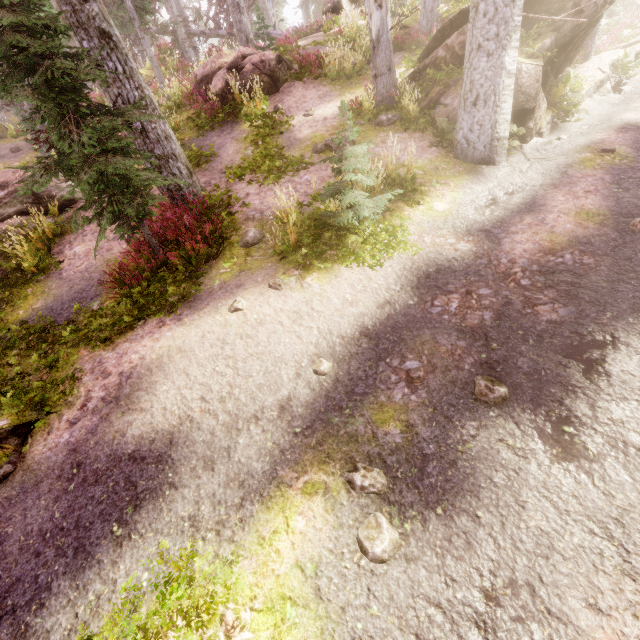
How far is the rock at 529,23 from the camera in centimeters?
991cm

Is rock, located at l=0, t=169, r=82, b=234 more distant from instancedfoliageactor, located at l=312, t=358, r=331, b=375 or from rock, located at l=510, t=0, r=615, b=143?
rock, located at l=510, t=0, r=615, b=143

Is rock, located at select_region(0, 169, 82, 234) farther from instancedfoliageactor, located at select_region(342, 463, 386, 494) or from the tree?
the tree

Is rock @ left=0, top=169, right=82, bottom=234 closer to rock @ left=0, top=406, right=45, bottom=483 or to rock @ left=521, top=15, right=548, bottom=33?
rock @ left=0, top=406, right=45, bottom=483

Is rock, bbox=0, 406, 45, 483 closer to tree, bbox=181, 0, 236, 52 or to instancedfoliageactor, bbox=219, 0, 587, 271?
instancedfoliageactor, bbox=219, 0, 587, 271

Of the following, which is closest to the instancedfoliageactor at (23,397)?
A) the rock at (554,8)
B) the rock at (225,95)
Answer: the rock at (554,8)

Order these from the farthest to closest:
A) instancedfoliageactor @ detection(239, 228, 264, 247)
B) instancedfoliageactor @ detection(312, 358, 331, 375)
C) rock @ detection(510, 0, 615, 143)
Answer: rock @ detection(510, 0, 615, 143) → instancedfoliageactor @ detection(239, 228, 264, 247) → instancedfoliageactor @ detection(312, 358, 331, 375)

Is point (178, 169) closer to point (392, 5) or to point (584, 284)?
point (584, 284)
